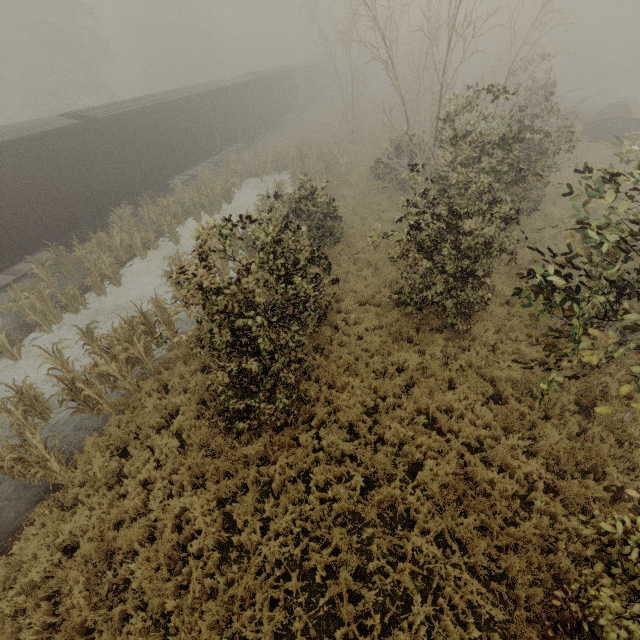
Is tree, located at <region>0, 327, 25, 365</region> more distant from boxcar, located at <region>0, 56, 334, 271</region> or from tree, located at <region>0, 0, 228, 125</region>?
tree, located at <region>0, 0, 228, 125</region>

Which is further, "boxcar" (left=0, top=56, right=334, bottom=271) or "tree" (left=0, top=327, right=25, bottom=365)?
"boxcar" (left=0, top=56, right=334, bottom=271)

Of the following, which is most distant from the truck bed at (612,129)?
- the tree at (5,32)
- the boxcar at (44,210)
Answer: the tree at (5,32)

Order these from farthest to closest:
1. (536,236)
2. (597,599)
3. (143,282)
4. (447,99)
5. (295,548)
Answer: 1. (143,282)
2. (536,236)
3. (447,99)
4. (295,548)
5. (597,599)

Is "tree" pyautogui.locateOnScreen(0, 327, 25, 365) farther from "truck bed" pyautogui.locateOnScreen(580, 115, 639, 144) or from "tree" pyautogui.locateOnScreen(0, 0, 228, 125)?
"truck bed" pyautogui.locateOnScreen(580, 115, 639, 144)

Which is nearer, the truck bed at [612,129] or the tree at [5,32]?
the truck bed at [612,129]

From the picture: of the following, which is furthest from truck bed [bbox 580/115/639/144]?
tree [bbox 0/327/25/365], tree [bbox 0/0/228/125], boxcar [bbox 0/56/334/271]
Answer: tree [bbox 0/0/228/125]

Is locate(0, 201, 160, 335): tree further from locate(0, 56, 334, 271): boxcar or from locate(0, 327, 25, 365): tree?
locate(0, 56, 334, 271): boxcar
